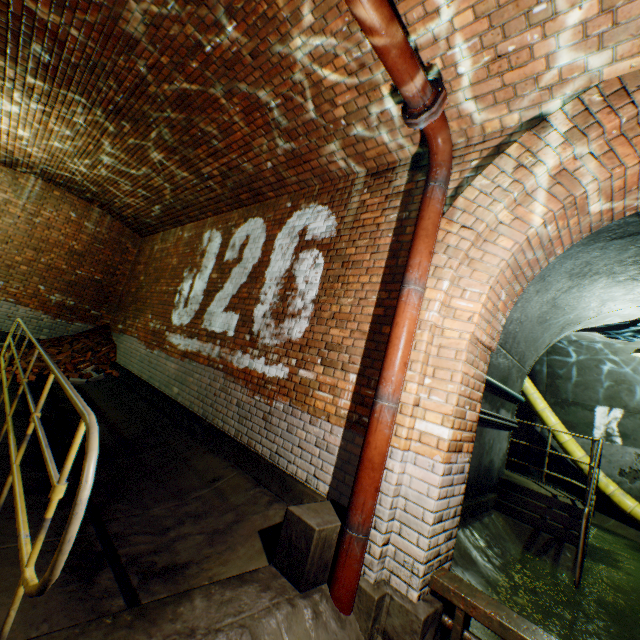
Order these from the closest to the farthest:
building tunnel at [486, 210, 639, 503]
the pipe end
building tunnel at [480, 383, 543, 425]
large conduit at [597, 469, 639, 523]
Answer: the pipe end
building tunnel at [486, 210, 639, 503]
building tunnel at [480, 383, 543, 425]
large conduit at [597, 469, 639, 523]

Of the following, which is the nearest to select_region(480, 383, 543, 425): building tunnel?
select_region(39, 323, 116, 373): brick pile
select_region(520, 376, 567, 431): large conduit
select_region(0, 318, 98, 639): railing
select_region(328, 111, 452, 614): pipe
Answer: select_region(520, 376, 567, 431): large conduit

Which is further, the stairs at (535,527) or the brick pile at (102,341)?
the brick pile at (102,341)

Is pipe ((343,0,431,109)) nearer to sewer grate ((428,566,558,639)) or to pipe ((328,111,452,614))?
pipe ((328,111,452,614))

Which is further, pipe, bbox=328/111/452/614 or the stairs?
the stairs

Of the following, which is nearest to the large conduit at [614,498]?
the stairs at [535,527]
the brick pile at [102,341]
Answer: the stairs at [535,527]

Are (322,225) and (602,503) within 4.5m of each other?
no

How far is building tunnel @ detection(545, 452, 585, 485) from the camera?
9.3m
